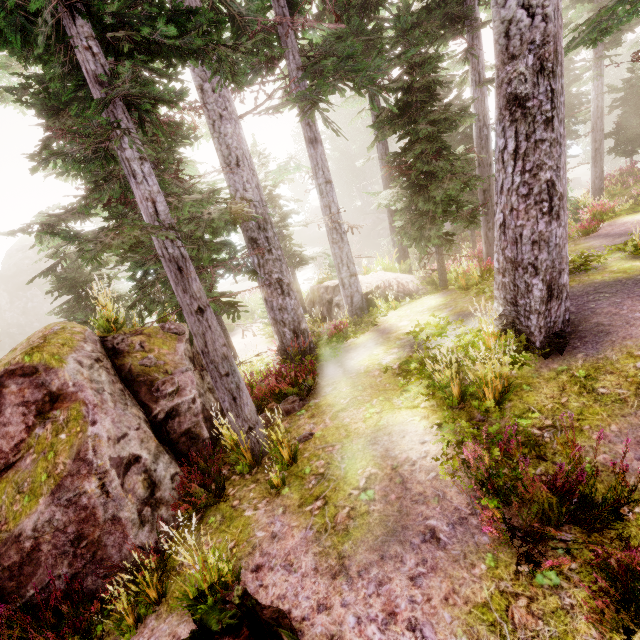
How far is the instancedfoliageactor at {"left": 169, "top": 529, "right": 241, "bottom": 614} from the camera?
3.69m

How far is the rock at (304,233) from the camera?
46.8m

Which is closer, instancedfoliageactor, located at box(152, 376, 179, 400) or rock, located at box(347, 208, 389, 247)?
instancedfoliageactor, located at box(152, 376, 179, 400)

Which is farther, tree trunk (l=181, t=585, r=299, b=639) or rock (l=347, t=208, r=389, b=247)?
rock (l=347, t=208, r=389, b=247)

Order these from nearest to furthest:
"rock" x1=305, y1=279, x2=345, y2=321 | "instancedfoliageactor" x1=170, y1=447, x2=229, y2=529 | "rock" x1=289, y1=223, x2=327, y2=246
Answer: "instancedfoliageactor" x1=170, y1=447, x2=229, y2=529 < "rock" x1=305, y1=279, x2=345, y2=321 < "rock" x1=289, y1=223, x2=327, y2=246

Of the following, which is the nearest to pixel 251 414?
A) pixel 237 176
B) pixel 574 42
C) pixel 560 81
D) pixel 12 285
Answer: pixel 237 176

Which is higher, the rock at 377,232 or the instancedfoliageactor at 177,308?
the instancedfoliageactor at 177,308

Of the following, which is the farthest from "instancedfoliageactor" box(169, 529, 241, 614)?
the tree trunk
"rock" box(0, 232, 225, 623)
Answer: the tree trunk
